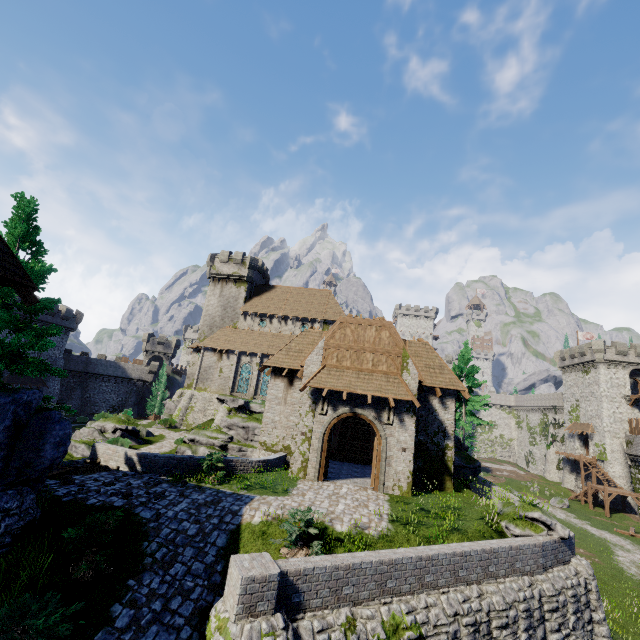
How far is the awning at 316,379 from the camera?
16.9m

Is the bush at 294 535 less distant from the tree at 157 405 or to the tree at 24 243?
the tree at 24 243

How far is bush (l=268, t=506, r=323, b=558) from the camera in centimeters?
960cm

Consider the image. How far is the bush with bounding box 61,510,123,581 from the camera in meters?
8.2 m

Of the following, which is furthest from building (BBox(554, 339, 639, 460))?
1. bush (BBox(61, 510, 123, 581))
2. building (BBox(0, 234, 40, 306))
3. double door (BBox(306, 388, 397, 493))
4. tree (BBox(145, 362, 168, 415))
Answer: tree (BBox(145, 362, 168, 415))

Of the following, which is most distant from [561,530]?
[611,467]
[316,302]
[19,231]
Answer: [611,467]

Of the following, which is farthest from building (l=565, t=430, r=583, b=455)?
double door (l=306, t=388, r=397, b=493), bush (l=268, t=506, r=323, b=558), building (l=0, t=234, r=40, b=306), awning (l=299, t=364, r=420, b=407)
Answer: building (l=0, t=234, r=40, b=306)

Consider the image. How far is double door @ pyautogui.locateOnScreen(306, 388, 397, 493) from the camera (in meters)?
16.61
